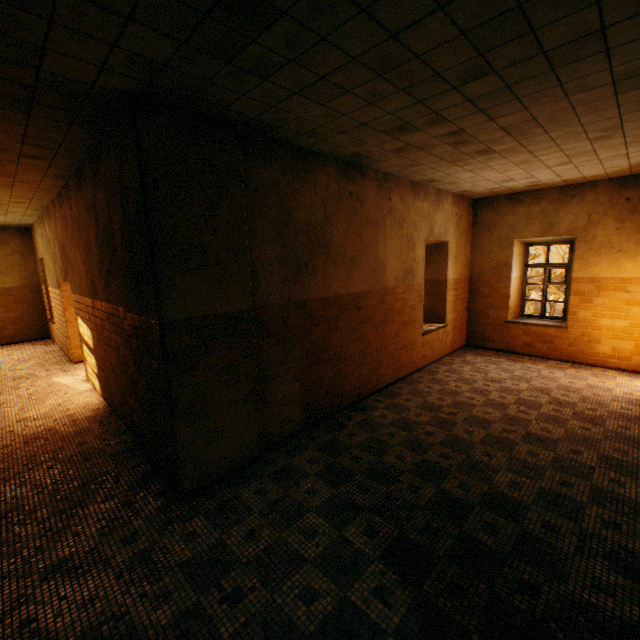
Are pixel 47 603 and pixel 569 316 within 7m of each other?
no
